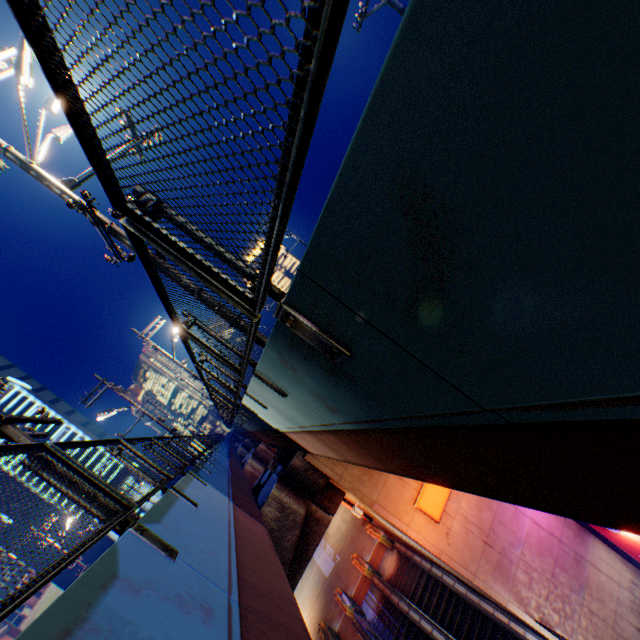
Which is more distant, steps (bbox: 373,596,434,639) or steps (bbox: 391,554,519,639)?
steps (bbox: 373,596,434,639)

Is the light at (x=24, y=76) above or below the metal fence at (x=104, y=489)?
above

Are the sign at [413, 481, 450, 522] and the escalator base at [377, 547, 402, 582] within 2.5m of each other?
no

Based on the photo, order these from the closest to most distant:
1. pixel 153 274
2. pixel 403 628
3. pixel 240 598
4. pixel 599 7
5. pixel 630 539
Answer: pixel 599 7 < pixel 153 274 < pixel 240 598 < pixel 630 539 < pixel 403 628

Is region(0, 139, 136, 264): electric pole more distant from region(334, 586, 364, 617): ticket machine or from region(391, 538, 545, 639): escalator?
region(334, 586, 364, 617): ticket machine

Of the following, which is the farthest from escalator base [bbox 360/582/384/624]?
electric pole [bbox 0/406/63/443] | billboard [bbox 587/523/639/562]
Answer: electric pole [bbox 0/406/63/443]

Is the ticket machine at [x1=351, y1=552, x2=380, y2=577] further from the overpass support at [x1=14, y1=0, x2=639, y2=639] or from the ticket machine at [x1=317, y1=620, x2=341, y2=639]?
the overpass support at [x1=14, y1=0, x2=639, y2=639]

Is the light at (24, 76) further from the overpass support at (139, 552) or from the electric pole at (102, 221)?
the overpass support at (139, 552)
